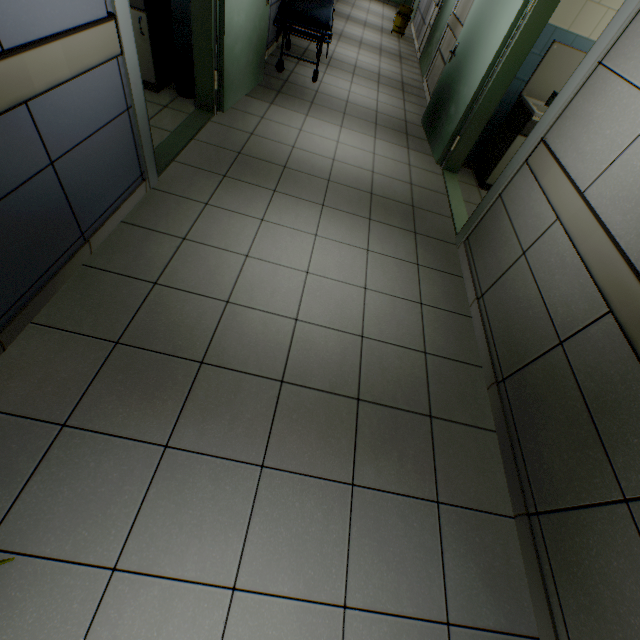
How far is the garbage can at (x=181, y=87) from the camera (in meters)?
3.63

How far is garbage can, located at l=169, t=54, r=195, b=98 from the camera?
3.63m

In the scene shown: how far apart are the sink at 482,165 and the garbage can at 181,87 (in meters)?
3.79

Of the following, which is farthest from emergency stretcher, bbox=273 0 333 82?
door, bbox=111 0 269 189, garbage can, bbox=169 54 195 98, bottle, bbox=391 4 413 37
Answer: bottle, bbox=391 4 413 37

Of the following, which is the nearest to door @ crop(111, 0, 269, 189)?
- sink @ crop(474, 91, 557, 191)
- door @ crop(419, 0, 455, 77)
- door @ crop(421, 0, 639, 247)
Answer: door @ crop(421, 0, 639, 247)

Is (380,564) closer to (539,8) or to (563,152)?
(563,152)

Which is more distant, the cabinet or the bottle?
the bottle

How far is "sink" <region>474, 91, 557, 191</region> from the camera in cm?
368
